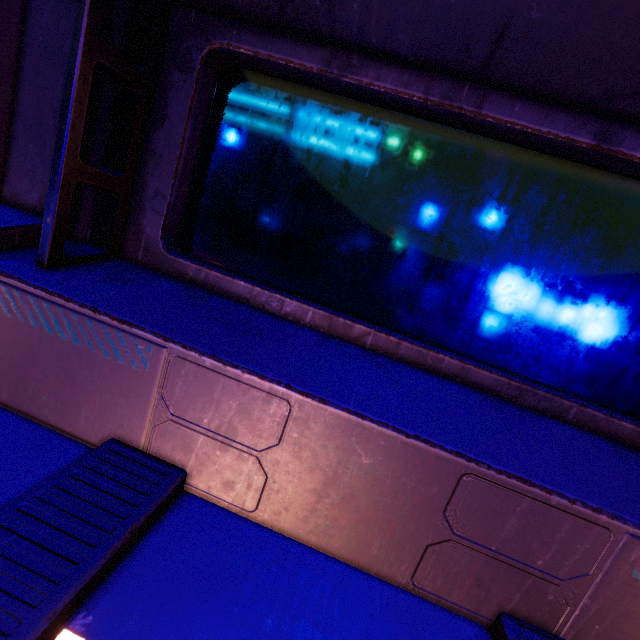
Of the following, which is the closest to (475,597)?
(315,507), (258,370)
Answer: (315,507)
